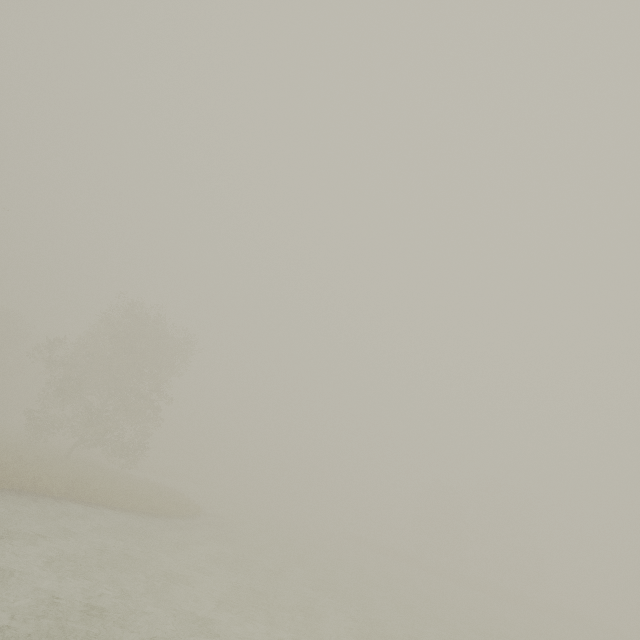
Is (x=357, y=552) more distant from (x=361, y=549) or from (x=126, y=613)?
(x=126, y=613)
